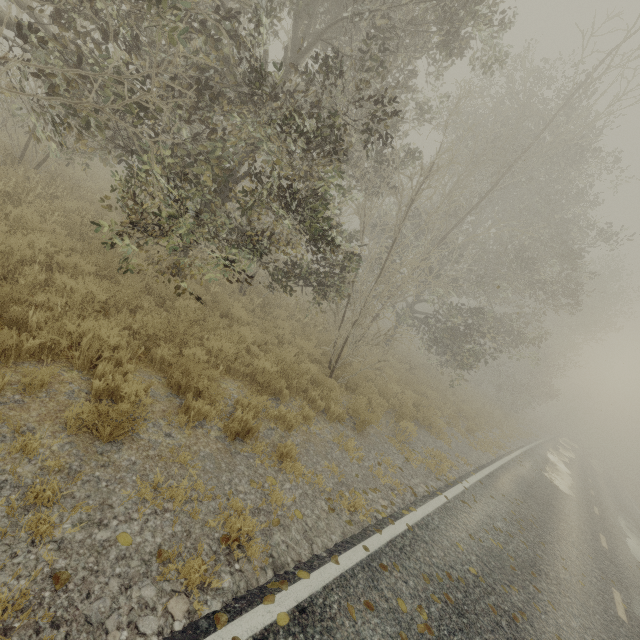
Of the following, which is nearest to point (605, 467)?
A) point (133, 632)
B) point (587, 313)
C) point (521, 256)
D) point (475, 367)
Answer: point (587, 313)
